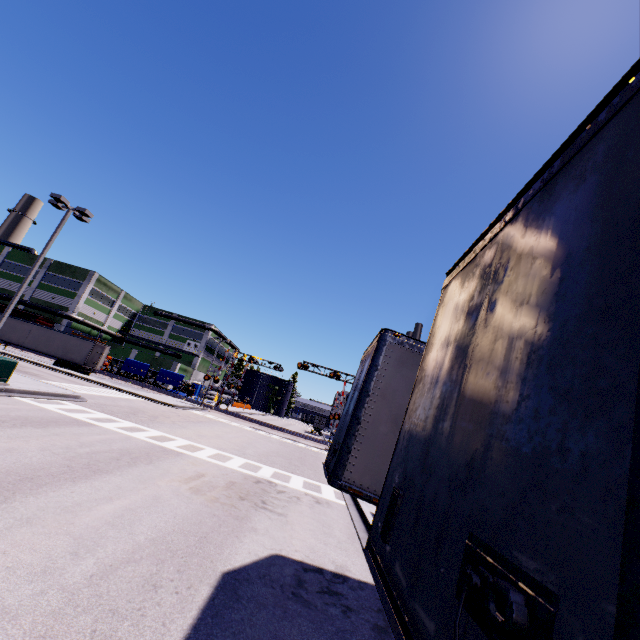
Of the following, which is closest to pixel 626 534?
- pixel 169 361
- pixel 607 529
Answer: pixel 607 529

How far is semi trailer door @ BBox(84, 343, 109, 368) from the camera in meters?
34.5

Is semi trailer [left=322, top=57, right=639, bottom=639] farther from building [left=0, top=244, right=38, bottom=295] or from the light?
the light

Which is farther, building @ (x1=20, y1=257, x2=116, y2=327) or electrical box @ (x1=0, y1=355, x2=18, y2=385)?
building @ (x1=20, y1=257, x2=116, y2=327)

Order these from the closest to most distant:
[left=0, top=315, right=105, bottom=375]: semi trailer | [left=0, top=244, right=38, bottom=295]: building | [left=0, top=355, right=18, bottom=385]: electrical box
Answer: [left=0, top=355, right=18, bottom=385]: electrical box → [left=0, top=315, right=105, bottom=375]: semi trailer → [left=0, top=244, right=38, bottom=295]: building

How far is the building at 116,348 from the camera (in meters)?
57.72

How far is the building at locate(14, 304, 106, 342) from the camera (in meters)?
51.41

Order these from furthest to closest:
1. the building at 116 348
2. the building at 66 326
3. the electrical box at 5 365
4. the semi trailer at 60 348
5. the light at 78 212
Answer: the building at 116 348 → the building at 66 326 → the semi trailer at 60 348 → the light at 78 212 → the electrical box at 5 365
